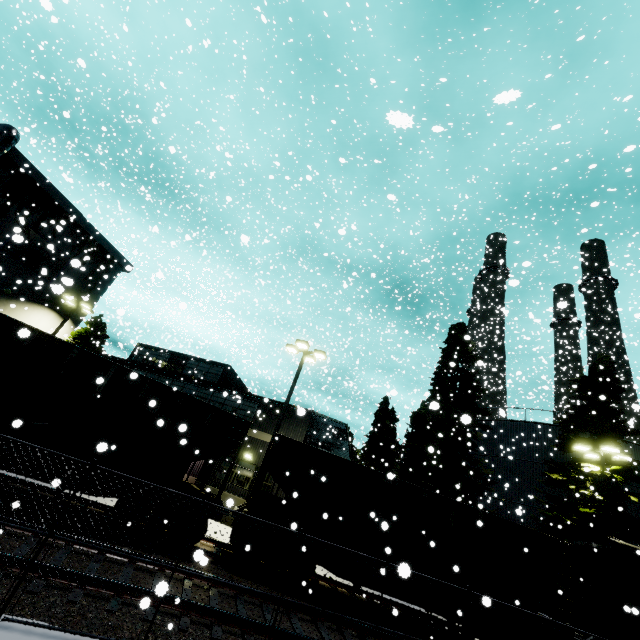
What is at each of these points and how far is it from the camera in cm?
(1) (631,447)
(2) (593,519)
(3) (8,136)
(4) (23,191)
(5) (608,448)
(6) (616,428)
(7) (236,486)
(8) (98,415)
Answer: (1) silo, 2050
(2) tree, 1742
(3) vent duct, 1967
(4) tree, 2225
(5) light, 1675
(6) tree, 1914
(7) building, 1988
(8) coal car, 977

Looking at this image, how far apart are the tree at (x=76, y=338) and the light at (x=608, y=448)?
32.5m

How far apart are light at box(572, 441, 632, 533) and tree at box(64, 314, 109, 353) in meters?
32.5

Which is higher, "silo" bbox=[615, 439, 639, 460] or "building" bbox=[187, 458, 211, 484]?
"silo" bbox=[615, 439, 639, 460]

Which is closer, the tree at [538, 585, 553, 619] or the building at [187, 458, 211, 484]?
the tree at [538, 585, 553, 619]

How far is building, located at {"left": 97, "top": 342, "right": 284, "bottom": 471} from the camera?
20.9 meters

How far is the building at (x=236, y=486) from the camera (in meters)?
19.40
